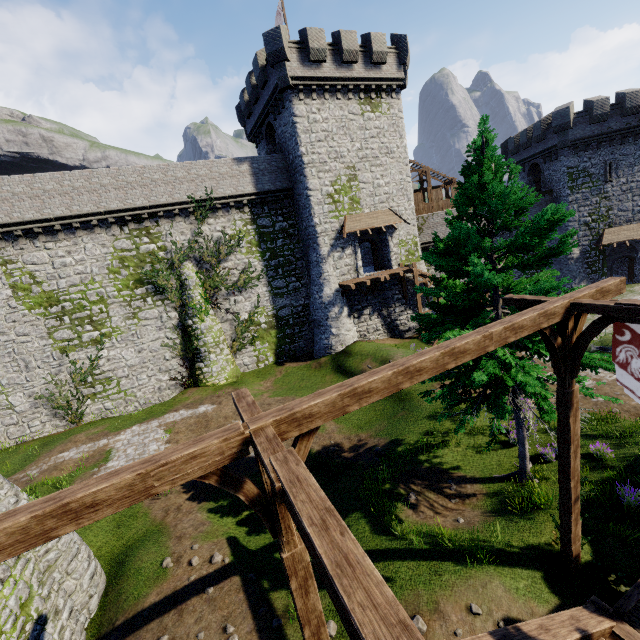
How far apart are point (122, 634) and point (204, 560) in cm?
241

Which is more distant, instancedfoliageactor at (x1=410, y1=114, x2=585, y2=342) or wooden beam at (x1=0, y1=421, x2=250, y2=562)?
instancedfoliageactor at (x1=410, y1=114, x2=585, y2=342)

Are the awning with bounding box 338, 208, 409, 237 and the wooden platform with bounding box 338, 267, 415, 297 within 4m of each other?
yes

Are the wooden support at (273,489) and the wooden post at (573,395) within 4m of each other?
no

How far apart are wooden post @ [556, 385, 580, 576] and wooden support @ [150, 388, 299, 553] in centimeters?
506cm

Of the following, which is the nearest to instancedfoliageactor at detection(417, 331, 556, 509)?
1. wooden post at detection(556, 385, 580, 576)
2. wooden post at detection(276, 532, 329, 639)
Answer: wooden post at detection(556, 385, 580, 576)

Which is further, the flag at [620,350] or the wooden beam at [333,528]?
the flag at [620,350]

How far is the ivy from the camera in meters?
22.8 m
